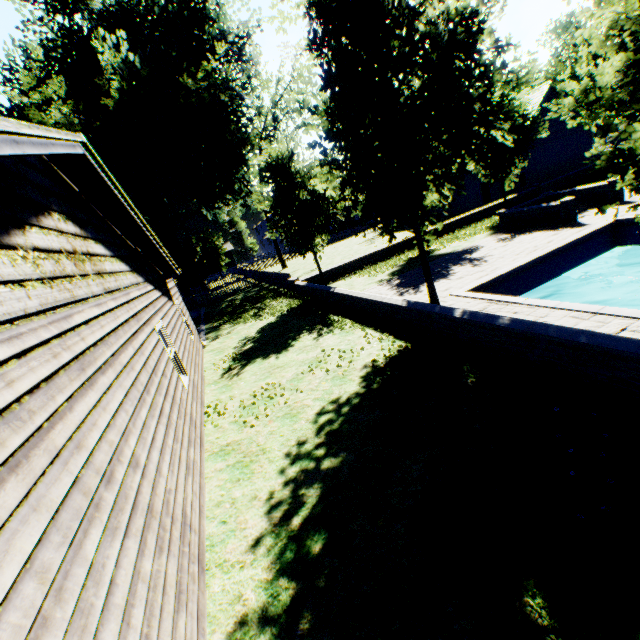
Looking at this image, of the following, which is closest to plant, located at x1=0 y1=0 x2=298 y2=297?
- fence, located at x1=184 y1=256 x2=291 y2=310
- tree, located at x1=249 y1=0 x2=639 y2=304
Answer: fence, located at x1=184 y1=256 x2=291 y2=310

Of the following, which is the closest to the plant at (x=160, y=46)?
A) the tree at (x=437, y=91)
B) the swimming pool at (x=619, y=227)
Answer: the tree at (x=437, y=91)

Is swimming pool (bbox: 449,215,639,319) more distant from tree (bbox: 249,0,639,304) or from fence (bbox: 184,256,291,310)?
fence (bbox: 184,256,291,310)

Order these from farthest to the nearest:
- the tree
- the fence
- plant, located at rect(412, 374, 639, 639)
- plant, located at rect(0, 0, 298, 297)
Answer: plant, located at rect(0, 0, 298, 297), the fence, the tree, plant, located at rect(412, 374, 639, 639)

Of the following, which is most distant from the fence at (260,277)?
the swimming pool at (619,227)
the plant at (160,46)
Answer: the swimming pool at (619,227)

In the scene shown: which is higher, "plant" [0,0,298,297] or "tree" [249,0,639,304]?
"plant" [0,0,298,297]

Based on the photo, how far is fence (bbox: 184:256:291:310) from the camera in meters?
23.1 m

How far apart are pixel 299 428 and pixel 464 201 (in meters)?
31.19
